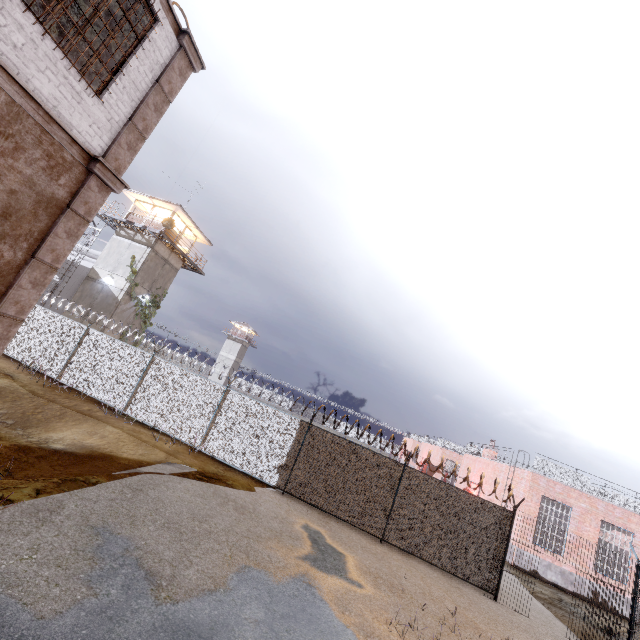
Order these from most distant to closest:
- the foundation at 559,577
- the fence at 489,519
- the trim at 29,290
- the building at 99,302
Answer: the building at 99,302
the foundation at 559,577
the fence at 489,519
the trim at 29,290

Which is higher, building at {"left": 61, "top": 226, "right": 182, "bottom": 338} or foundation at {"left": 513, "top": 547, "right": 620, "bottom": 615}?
building at {"left": 61, "top": 226, "right": 182, "bottom": 338}

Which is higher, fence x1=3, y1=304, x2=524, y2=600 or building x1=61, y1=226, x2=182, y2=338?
building x1=61, y1=226, x2=182, y2=338

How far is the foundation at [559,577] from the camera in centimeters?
1622cm

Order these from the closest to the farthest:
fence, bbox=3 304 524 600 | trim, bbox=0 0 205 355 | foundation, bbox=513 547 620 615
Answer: trim, bbox=0 0 205 355 → fence, bbox=3 304 524 600 → foundation, bbox=513 547 620 615

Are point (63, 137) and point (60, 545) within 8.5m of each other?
yes

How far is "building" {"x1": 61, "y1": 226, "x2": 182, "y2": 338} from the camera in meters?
24.5

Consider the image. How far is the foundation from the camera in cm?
1622
